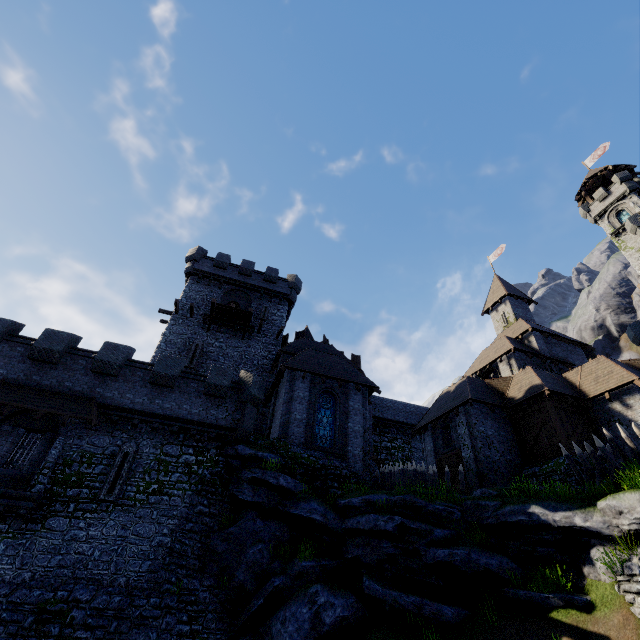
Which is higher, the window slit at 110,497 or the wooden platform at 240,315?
the wooden platform at 240,315

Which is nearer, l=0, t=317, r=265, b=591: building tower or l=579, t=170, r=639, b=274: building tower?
l=0, t=317, r=265, b=591: building tower

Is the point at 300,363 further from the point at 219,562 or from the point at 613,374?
the point at 613,374

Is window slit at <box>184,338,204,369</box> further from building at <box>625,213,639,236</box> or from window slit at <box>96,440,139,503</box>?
building at <box>625,213,639,236</box>

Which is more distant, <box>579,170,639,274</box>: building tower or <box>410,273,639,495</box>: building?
<box>579,170,639,274</box>: building tower

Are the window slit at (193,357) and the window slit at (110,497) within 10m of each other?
yes

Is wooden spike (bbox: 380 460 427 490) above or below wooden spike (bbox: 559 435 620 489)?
above

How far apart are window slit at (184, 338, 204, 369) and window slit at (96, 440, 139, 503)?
8.9m
